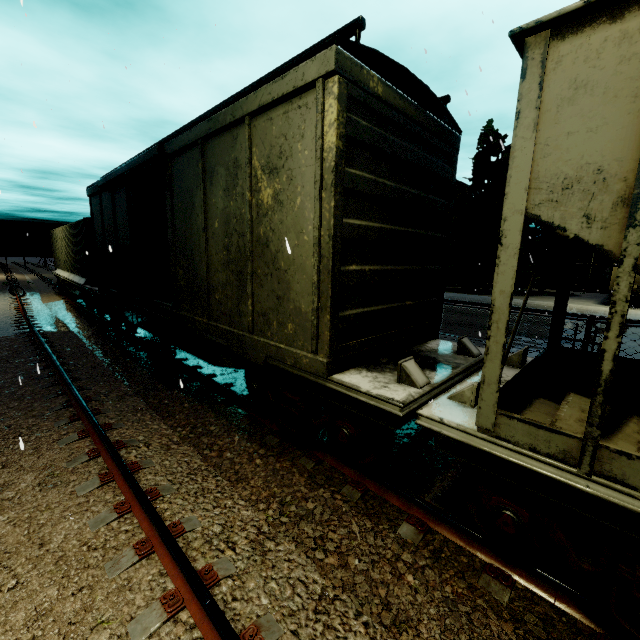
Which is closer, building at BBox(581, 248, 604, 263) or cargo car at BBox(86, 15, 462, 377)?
cargo car at BBox(86, 15, 462, 377)

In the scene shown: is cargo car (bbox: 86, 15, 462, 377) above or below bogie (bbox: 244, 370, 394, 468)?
above

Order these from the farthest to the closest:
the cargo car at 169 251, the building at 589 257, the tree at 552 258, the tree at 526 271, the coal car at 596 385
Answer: the building at 589 257 → the tree at 552 258 → the tree at 526 271 → the cargo car at 169 251 → the coal car at 596 385

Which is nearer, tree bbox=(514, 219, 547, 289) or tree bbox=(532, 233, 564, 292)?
tree bbox=(514, 219, 547, 289)

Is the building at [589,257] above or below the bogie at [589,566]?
above

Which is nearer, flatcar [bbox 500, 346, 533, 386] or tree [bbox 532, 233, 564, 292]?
flatcar [bbox 500, 346, 533, 386]

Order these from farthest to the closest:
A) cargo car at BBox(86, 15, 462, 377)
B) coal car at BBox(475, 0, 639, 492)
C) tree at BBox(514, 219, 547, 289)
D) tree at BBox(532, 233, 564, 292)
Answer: tree at BBox(532, 233, 564, 292) < tree at BBox(514, 219, 547, 289) < cargo car at BBox(86, 15, 462, 377) < coal car at BBox(475, 0, 639, 492)

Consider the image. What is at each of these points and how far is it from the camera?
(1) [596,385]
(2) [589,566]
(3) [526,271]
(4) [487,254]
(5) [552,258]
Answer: (1) coal car, 2.0m
(2) bogie, 2.4m
(3) tree, 29.7m
(4) tree, 30.6m
(5) tree, 30.8m
